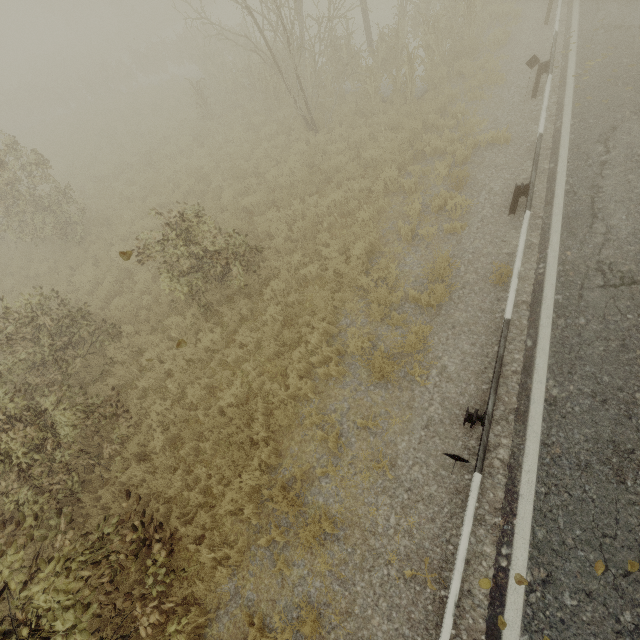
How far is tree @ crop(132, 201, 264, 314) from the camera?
7.0m

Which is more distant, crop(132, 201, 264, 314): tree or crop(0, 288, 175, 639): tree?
crop(132, 201, 264, 314): tree

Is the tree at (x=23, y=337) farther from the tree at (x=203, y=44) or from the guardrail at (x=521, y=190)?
Result: the guardrail at (x=521, y=190)

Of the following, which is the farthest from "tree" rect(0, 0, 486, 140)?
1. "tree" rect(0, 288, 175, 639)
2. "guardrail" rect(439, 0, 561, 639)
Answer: "guardrail" rect(439, 0, 561, 639)

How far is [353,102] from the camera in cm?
1172
